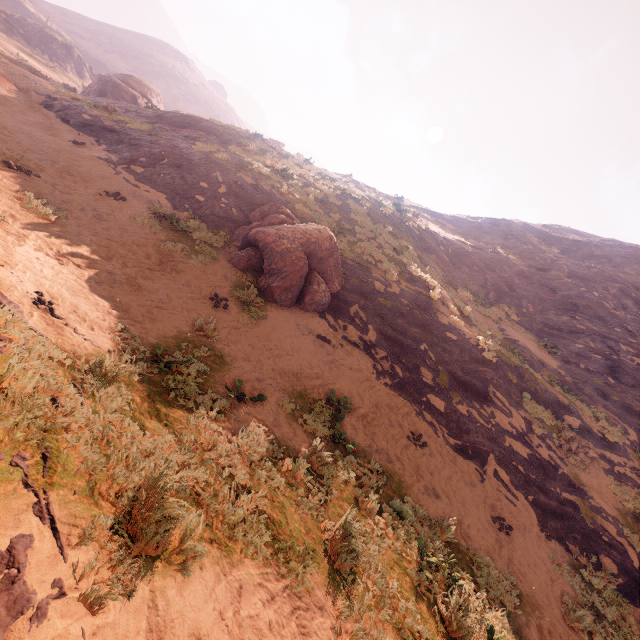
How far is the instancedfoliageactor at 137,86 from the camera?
28.5m

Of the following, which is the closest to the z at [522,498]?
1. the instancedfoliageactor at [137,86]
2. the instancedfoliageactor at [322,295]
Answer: the instancedfoliageactor at [322,295]

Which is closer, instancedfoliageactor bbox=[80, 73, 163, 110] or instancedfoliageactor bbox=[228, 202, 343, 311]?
instancedfoliageactor bbox=[228, 202, 343, 311]

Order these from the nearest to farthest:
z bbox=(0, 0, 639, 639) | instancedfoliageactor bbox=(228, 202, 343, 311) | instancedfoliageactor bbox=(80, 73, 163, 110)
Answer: z bbox=(0, 0, 639, 639)
instancedfoliageactor bbox=(228, 202, 343, 311)
instancedfoliageactor bbox=(80, 73, 163, 110)

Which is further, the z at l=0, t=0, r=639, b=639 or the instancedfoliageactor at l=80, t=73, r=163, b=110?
the instancedfoliageactor at l=80, t=73, r=163, b=110

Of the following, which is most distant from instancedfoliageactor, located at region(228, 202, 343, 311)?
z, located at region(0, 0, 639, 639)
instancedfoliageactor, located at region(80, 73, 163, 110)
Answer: instancedfoliageactor, located at region(80, 73, 163, 110)

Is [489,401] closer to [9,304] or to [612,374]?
[612,374]

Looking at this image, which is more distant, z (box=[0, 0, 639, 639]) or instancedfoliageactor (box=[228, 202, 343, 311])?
instancedfoliageactor (box=[228, 202, 343, 311])
